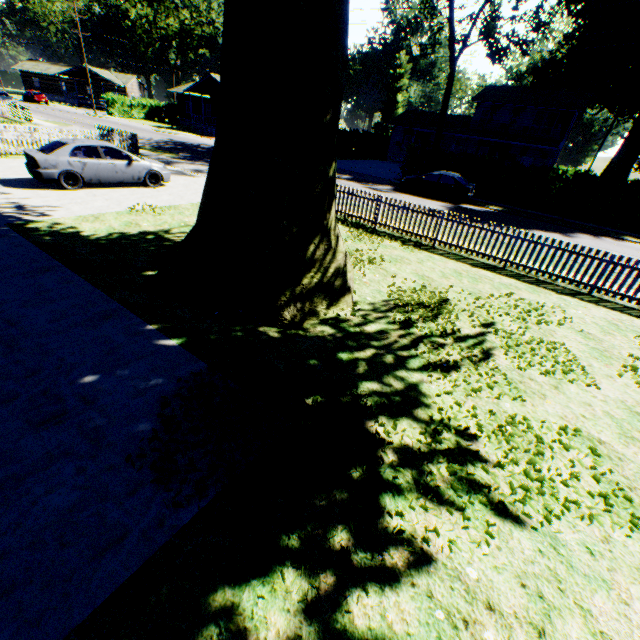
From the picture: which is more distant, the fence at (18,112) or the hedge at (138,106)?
the hedge at (138,106)

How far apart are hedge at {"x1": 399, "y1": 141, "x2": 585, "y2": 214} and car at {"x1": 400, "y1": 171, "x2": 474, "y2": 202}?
2.8 meters

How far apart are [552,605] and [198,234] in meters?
6.9 m

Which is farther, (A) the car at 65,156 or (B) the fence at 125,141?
(B) the fence at 125,141

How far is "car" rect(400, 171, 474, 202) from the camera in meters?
20.9 m

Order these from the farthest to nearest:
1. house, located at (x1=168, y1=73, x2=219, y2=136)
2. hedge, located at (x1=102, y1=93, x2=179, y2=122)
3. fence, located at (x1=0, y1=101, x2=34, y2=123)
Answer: hedge, located at (x1=102, y1=93, x2=179, y2=122) < house, located at (x1=168, y1=73, x2=219, y2=136) < fence, located at (x1=0, y1=101, x2=34, y2=123)

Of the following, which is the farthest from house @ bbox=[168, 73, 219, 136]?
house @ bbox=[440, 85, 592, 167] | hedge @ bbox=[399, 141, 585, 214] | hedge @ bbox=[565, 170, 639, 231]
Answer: hedge @ bbox=[565, 170, 639, 231]

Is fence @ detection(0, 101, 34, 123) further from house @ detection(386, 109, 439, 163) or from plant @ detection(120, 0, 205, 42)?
house @ detection(386, 109, 439, 163)
